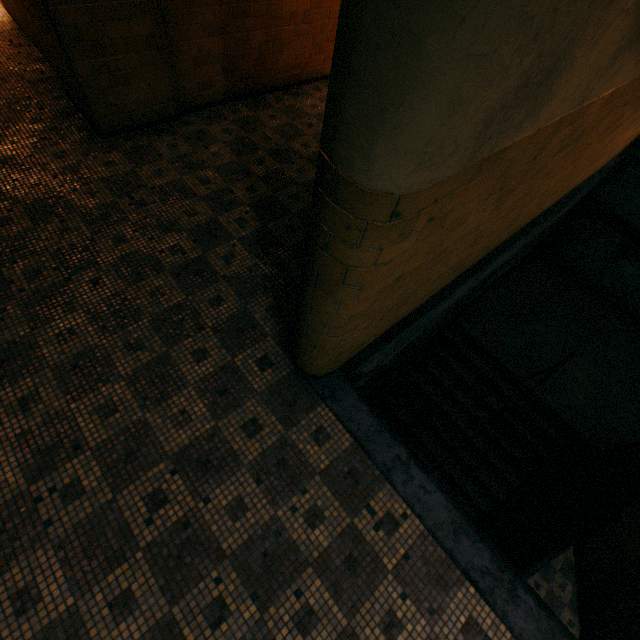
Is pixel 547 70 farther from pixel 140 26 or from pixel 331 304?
pixel 140 26
